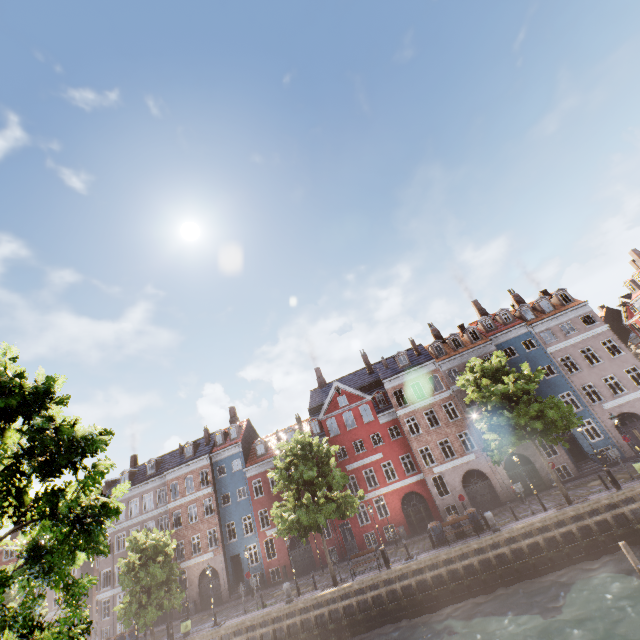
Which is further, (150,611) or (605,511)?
(150,611)

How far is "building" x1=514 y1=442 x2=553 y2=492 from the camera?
27.7 meters

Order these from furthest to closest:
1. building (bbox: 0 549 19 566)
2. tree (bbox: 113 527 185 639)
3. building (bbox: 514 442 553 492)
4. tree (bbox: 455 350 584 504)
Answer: building (bbox: 0 549 19 566) → building (bbox: 514 442 553 492) → tree (bbox: 113 527 185 639) → tree (bbox: 455 350 584 504)

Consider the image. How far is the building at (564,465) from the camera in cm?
2711

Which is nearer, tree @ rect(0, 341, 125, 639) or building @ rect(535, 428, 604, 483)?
tree @ rect(0, 341, 125, 639)

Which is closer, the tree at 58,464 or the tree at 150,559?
the tree at 58,464
